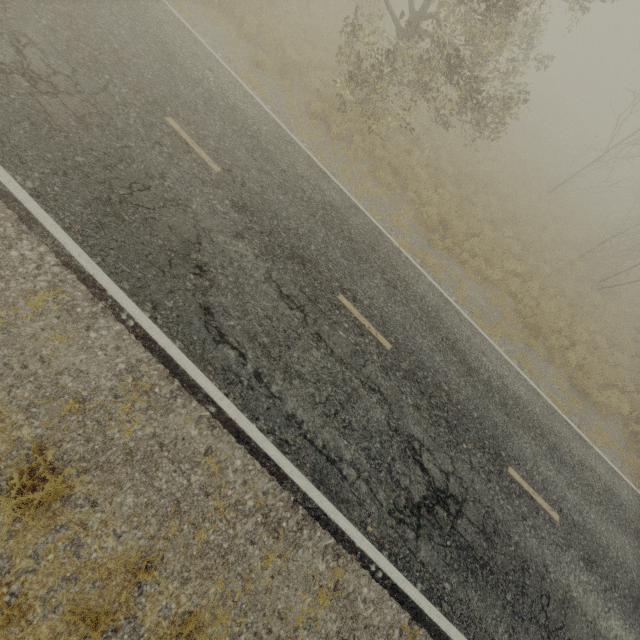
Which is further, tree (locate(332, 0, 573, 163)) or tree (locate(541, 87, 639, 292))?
tree (locate(541, 87, 639, 292))

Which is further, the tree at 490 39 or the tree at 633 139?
the tree at 633 139

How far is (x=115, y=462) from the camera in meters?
4.5
